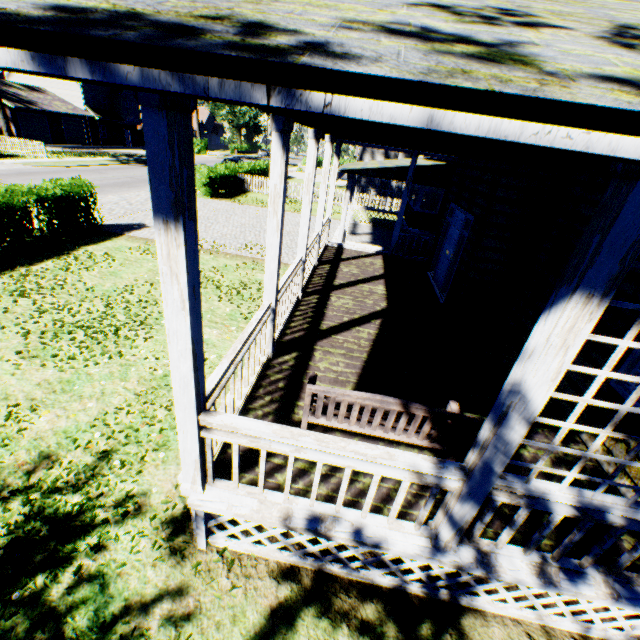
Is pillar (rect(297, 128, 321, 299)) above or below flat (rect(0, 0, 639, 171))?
below

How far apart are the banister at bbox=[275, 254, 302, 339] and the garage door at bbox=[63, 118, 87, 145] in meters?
48.8 m

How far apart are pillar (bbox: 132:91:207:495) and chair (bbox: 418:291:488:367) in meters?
4.0 m

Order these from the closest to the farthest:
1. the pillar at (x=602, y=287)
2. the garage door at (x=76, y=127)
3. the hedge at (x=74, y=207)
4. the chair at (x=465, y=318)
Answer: the pillar at (x=602, y=287) → the chair at (x=465, y=318) → the hedge at (x=74, y=207) → the garage door at (x=76, y=127)

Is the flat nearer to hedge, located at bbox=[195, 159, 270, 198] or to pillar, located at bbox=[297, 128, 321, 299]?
pillar, located at bbox=[297, 128, 321, 299]

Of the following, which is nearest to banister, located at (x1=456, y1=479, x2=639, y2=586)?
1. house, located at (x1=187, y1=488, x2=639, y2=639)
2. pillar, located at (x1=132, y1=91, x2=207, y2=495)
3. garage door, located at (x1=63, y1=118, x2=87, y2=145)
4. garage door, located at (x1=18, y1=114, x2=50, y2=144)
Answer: house, located at (x1=187, y1=488, x2=639, y2=639)

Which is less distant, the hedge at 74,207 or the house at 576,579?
the house at 576,579

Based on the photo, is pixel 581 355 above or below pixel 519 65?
below
